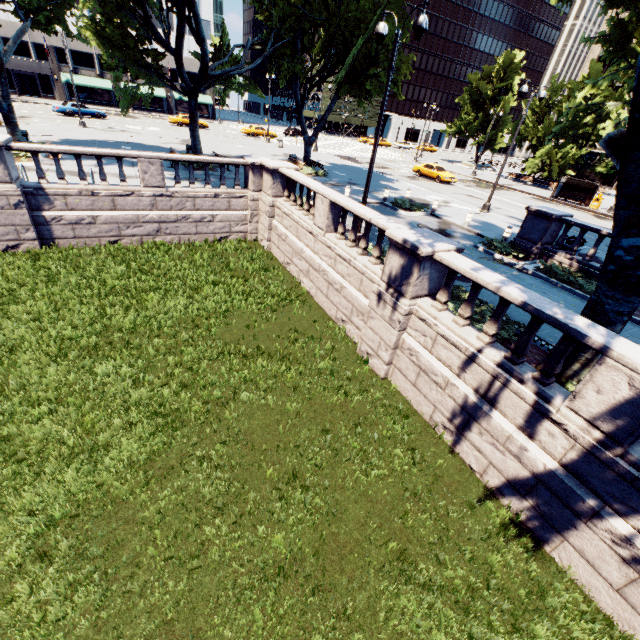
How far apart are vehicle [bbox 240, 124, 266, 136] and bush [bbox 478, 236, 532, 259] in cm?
4180

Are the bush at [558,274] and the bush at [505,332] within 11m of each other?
yes

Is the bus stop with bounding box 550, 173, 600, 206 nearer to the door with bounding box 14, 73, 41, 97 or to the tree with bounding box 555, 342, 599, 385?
the tree with bounding box 555, 342, 599, 385

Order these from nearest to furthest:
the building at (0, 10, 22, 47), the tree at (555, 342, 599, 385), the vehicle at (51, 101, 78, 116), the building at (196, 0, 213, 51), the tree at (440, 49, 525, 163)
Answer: the tree at (555, 342, 599, 385)
the vehicle at (51, 101, 78, 116)
the tree at (440, 49, 525, 163)
the building at (0, 10, 22, 47)
the building at (196, 0, 213, 51)

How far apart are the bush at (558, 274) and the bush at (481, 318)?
5.3 meters

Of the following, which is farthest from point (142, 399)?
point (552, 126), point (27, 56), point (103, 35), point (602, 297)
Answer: point (27, 56)

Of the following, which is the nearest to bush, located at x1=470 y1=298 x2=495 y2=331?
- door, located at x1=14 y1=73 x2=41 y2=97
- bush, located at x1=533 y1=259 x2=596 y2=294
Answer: bush, located at x1=533 y1=259 x2=596 y2=294

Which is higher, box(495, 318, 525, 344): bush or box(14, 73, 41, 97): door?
box(14, 73, 41, 97): door
